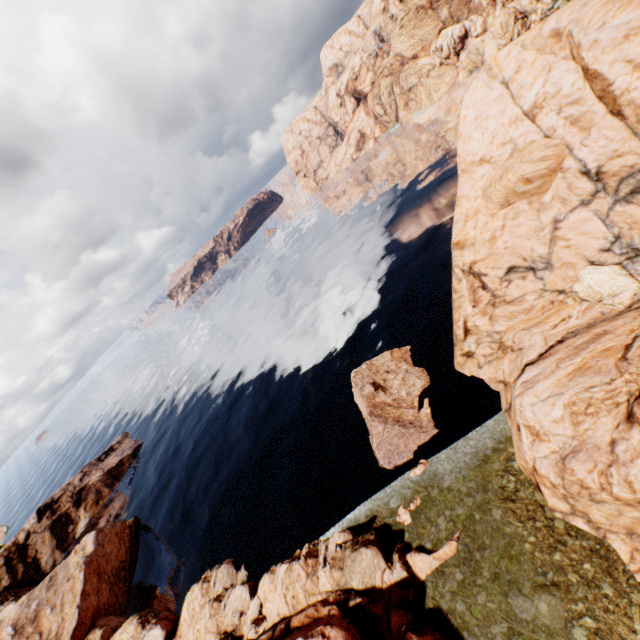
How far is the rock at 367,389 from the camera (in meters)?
29.73

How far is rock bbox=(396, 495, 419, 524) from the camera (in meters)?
24.18

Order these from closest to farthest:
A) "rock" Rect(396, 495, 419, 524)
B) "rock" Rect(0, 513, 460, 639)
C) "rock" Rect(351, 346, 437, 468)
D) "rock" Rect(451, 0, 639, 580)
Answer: "rock" Rect(451, 0, 639, 580)
"rock" Rect(0, 513, 460, 639)
"rock" Rect(396, 495, 419, 524)
"rock" Rect(351, 346, 437, 468)

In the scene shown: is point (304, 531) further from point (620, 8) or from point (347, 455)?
point (620, 8)

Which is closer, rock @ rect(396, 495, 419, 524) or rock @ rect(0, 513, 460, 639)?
rock @ rect(0, 513, 460, 639)
